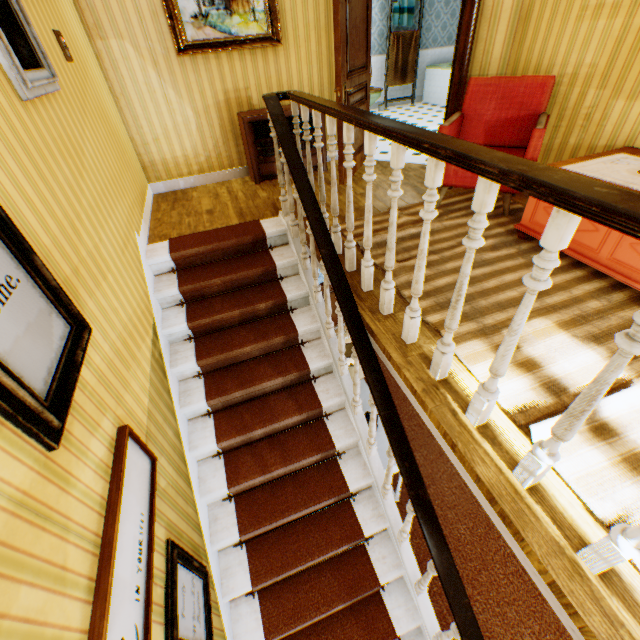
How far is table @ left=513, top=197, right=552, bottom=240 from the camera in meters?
2.8 m

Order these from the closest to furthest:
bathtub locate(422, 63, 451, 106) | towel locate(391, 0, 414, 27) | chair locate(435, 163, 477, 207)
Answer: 1. chair locate(435, 163, 477, 207)
2. towel locate(391, 0, 414, 27)
3. bathtub locate(422, 63, 451, 106)

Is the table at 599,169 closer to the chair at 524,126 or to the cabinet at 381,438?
the chair at 524,126

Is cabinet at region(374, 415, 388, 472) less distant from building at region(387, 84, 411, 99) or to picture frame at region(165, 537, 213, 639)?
building at region(387, 84, 411, 99)

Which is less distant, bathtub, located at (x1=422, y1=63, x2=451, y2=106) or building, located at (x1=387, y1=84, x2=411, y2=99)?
bathtub, located at (x1=422, y1=63, x2=451, y2=106)

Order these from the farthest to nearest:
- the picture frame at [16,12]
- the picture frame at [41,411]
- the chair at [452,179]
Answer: the chair at [452,179], the picture frame at [16,12], the picture frame at [41,411]

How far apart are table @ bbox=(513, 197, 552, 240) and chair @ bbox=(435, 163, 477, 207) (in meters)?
0.31

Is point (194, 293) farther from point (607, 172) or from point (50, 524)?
point (607, 172)
